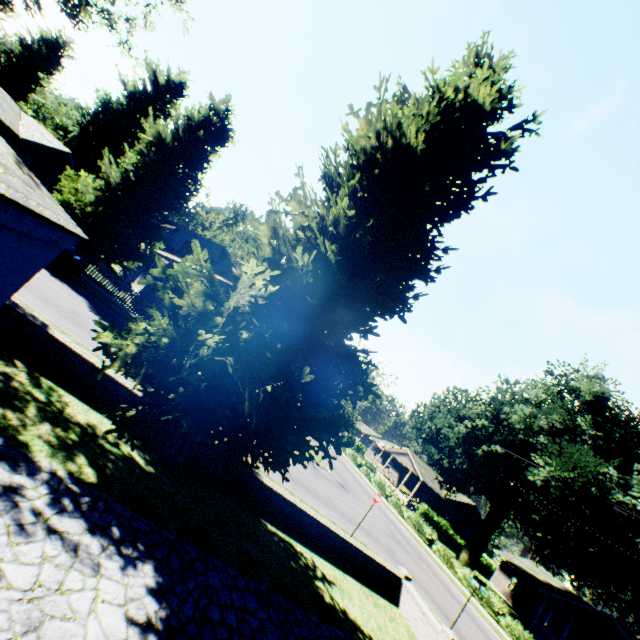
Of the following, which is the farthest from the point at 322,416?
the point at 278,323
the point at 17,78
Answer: the point at 17,78

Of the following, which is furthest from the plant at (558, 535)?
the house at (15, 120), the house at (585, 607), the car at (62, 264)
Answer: the house at (585, 607)

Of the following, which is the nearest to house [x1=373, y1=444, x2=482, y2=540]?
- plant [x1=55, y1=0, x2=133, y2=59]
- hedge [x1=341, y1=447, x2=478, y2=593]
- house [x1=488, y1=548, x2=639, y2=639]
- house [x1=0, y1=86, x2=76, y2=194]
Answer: plant [x1=55, y1=0, x2=133, y2=59]

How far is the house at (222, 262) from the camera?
29.0m

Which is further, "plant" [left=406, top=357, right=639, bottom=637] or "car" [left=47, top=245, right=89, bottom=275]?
"plant" [left=406, top=357, right=639, bottom=637]

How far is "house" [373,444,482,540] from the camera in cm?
4547

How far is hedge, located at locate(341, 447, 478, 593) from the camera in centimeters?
2627cm

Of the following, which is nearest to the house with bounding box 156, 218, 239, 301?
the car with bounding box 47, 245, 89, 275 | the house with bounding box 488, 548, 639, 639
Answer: the car with bounding box 47, 245, 89, 275
